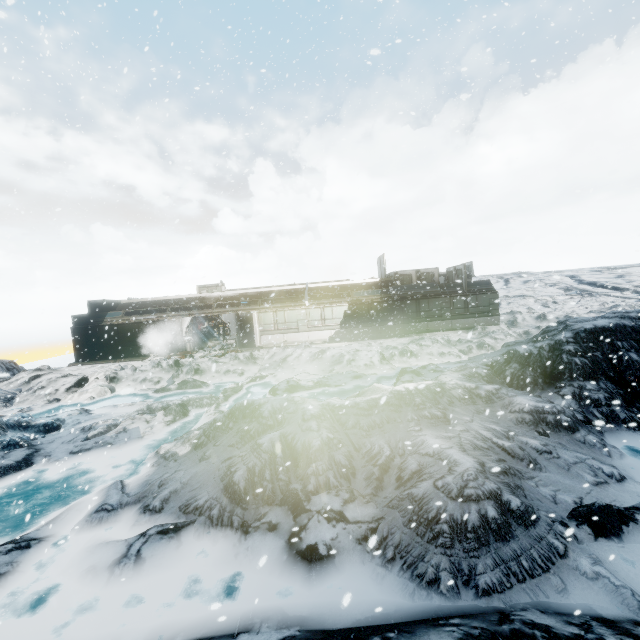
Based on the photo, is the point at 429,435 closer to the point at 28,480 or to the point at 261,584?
the point at 261,584
